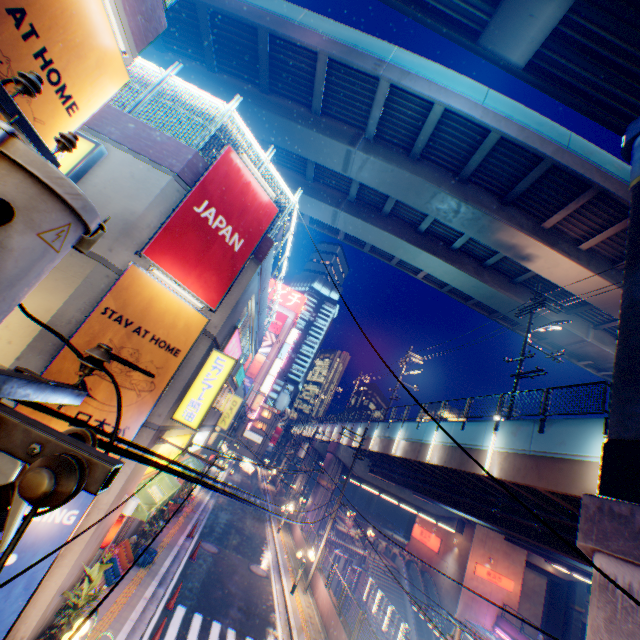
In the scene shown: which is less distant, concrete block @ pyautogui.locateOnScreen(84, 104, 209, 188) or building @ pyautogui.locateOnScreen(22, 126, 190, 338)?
building @ pyautogui.locateOnScreen(22, 126, 190, 338)

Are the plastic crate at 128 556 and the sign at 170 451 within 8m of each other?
yes

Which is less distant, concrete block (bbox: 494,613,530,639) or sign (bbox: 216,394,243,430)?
sign (bbox: 216,394,243,430)

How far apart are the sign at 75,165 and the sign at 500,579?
44.4 meters

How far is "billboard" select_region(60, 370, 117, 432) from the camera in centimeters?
749cm

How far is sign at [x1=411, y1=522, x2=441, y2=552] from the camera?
38.72m

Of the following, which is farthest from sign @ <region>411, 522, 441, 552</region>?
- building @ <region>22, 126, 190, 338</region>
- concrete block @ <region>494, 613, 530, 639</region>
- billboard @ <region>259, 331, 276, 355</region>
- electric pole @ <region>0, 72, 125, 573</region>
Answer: electric pole @ <region>0, 72, 125, 573</region>

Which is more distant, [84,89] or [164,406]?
[164,406]
